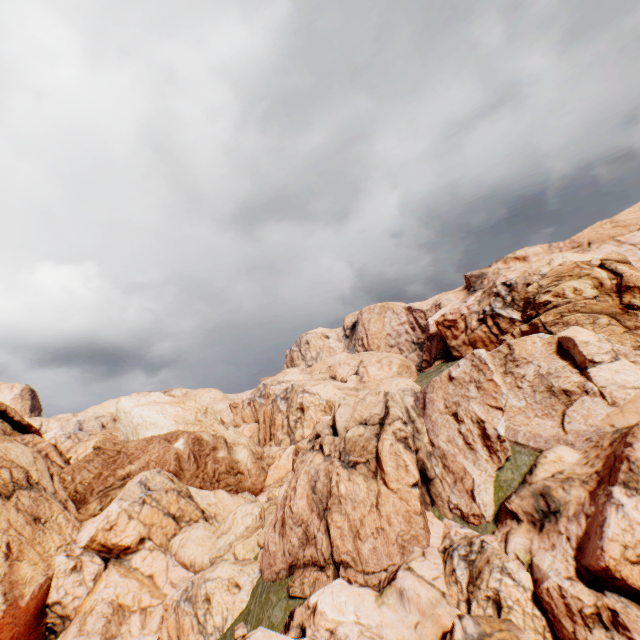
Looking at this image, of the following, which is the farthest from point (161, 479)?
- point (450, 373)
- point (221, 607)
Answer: point (450, 373)
